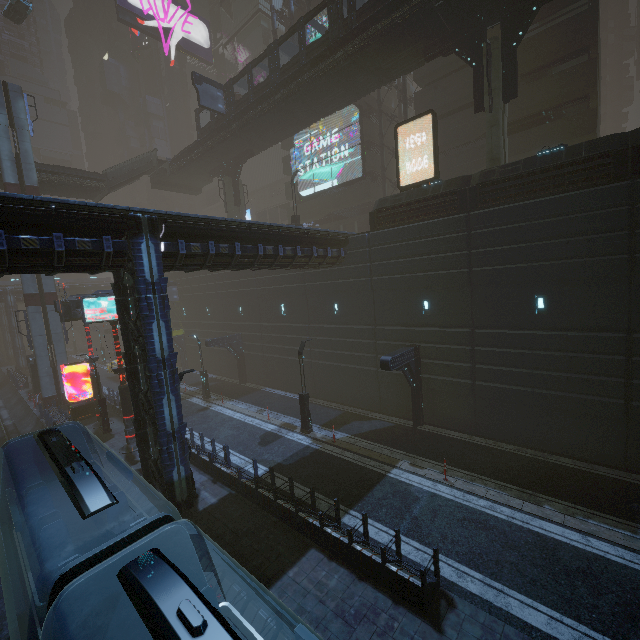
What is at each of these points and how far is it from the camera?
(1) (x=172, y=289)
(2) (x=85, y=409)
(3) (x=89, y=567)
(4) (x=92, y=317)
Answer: (1) sign, 37.2m
(2) sign, 25.0m
(3) train, 5.4m
(4) sign, 17.9m

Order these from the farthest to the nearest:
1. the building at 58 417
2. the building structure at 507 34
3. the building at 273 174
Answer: the building at 58 417 < the building structure at 507 34 < the building at 273 174

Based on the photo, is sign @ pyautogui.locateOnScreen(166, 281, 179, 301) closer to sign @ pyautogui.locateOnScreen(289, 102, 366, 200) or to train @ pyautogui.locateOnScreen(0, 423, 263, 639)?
sign @ pyautogui.locateOnScreen(289, 102, 366, 200)

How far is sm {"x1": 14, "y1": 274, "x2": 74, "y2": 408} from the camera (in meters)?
27.09

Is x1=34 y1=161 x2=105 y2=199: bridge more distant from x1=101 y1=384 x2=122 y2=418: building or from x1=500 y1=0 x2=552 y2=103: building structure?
x1=500 y1=0 x2=552 y2=103: building structure

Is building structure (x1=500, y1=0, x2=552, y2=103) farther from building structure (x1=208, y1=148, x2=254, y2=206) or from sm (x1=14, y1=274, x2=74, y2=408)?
sm (x1=14, y1=274, x2=74, y2=408)

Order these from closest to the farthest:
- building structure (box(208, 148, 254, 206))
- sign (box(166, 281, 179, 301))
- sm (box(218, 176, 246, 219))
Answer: building structure (box(208, 148, 254, 206)) < sm (box(218, 176, 246, 219)) < sign (box(166, 281, 179, 301))

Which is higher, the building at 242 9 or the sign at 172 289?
the building at 242 9
